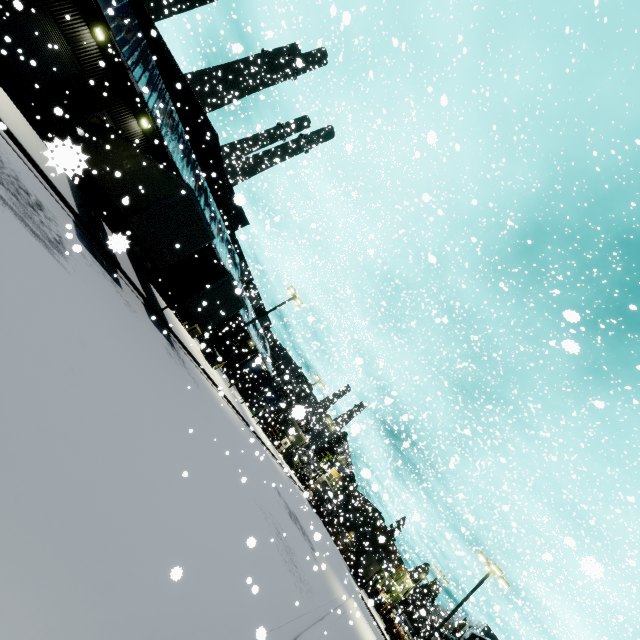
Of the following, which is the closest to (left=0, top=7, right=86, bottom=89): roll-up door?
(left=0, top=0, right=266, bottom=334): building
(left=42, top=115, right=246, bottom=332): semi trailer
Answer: (left=0, top=0, right=266, bottom=334): building

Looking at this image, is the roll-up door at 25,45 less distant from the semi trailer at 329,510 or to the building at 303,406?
the building at 303,406

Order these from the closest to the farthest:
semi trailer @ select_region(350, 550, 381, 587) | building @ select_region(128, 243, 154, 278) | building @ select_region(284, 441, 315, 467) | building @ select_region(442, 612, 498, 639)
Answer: building @ select_region(442, 612, 498, 639), building @ select_region(128, 243, 154, 278), building @ select_region(284, 441, 315, 467), semi trailer @ select_region(350, 550, 381, 587)

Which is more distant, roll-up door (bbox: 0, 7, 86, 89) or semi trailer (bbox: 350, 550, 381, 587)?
semi trailer (bbox: 350, 550, 381, 587)

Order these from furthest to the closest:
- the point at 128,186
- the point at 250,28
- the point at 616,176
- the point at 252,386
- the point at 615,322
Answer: the point at 252,386
the point at 616,176
the point at 128,186
the point at 615,322
the point at 250,28

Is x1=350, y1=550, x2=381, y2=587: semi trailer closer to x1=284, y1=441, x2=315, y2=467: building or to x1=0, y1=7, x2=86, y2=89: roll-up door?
x1=284, y1=441, x2=315, y2=467: building

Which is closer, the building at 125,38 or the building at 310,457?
the building at 125,38
